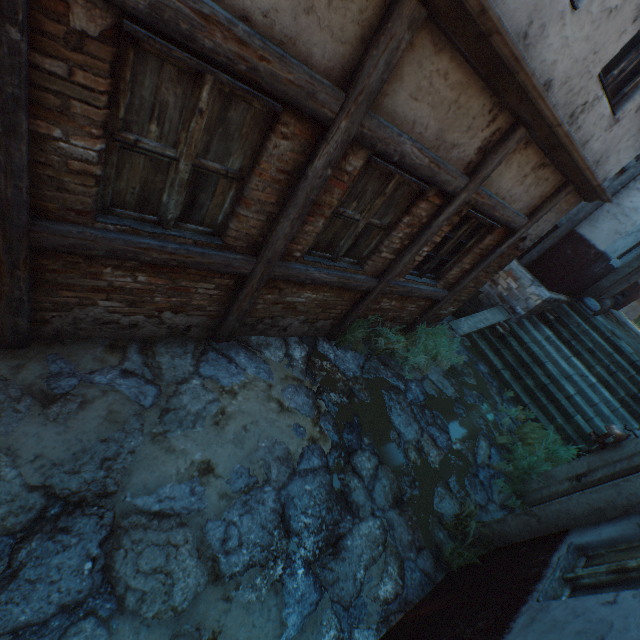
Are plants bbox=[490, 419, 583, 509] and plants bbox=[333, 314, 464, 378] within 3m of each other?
yes

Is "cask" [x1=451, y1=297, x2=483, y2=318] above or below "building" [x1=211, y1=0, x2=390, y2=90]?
below

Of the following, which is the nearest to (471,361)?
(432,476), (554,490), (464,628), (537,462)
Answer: (537,462)

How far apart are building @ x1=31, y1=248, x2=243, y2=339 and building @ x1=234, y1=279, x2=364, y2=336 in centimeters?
29cm

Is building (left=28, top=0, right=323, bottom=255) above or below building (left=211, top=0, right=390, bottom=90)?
below

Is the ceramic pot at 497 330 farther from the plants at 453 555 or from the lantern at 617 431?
the plants at 453 555

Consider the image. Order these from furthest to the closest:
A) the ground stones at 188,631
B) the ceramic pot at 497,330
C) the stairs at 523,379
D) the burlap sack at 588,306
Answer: the burlap sack at 588,306 < the ceramic pot at 497,330 < the stairs at 523,379 < the ground stones at 188,631

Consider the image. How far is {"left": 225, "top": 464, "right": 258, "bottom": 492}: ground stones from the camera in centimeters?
315cm
